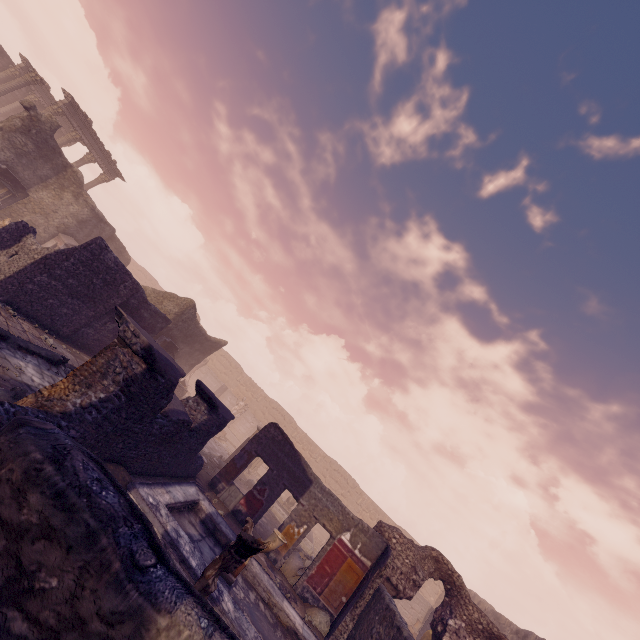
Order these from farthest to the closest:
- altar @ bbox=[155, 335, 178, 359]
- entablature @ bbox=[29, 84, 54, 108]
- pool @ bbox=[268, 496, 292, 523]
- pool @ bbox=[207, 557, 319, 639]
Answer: entablature @ bbox=[29, 84, 54, 108]
pool @ bbox=[268, 496, 292, 523]
altar @ bbox=[155, 335, 178, 359]
pool @ bbox=[207, 557, 319, 639]

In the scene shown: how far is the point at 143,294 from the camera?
11.73m

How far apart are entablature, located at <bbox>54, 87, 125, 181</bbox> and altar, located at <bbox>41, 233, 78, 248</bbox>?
10.7m

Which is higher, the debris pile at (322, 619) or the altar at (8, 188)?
the altar at (8, 188)

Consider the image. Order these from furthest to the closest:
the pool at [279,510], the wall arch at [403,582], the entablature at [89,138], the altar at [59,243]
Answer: the entablature at [89,138] → the pool at [279,510] → the altar at [59,243] → the wall arch at [403,582]

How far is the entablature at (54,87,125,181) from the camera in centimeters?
2098cm

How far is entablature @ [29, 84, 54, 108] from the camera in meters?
24.1 m

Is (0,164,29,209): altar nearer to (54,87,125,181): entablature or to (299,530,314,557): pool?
(54,87,125,181): entablature
